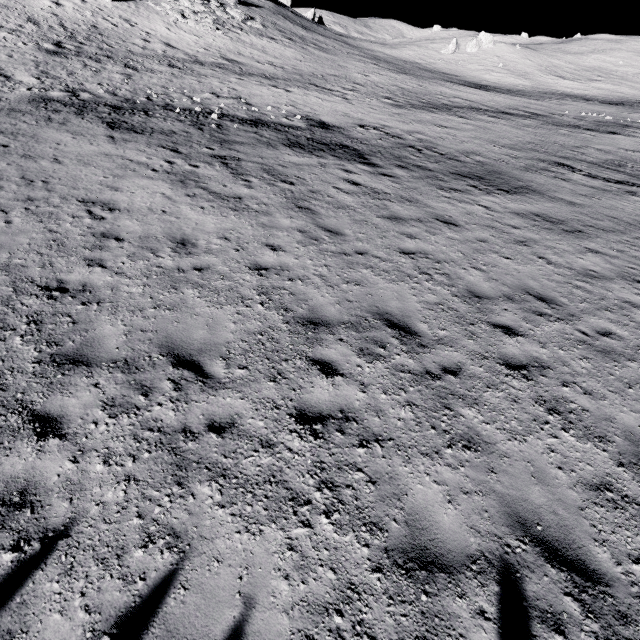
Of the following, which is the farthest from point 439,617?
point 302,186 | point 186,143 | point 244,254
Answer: point 186,143
